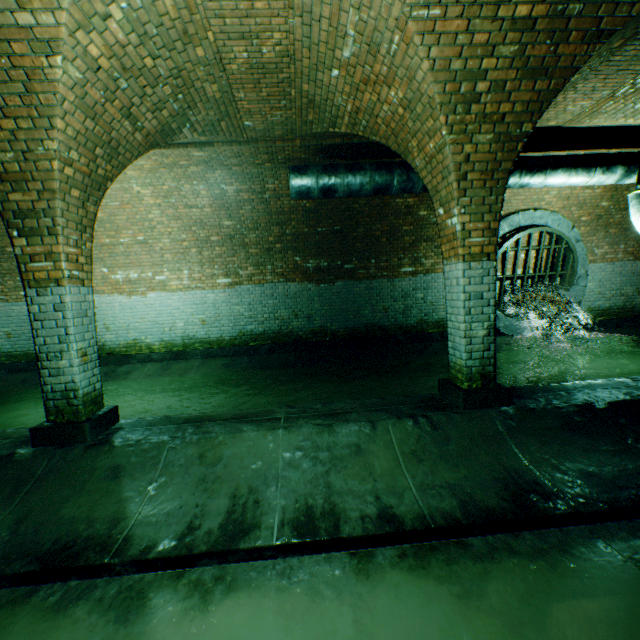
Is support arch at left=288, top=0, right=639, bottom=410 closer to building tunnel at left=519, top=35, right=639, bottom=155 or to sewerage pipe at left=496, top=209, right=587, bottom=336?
building tunnel at left=519, top=35, right=639, bottom=155

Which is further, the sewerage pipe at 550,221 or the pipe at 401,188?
the sewerage pipe at 550,221

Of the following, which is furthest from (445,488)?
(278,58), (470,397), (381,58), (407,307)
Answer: (407,307)

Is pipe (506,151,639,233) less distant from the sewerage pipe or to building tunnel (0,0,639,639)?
building tunnel (0,0,639,639)

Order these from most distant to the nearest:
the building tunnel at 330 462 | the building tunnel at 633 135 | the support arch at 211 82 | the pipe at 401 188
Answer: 1. the pipe at 401 188
2. the building tunnel at 633 135
3. the support arch at 211 82
4. the building tunnel at 330 462

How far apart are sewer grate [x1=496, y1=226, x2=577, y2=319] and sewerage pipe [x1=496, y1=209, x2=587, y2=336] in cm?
1

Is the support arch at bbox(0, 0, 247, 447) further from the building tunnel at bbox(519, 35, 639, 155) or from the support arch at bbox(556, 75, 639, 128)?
the support arch at bbox(556, 75, 639, 128)

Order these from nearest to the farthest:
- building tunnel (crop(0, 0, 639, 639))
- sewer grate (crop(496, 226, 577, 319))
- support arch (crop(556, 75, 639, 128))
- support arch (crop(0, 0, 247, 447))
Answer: building tunnel (crop(0, 0, 639, 639)) → support arch (crop(0, 0, 247, 447)) → support arch (crop(556, 75, 639, 128)) → sewer grate (crop(496, 226, 577, 319))
